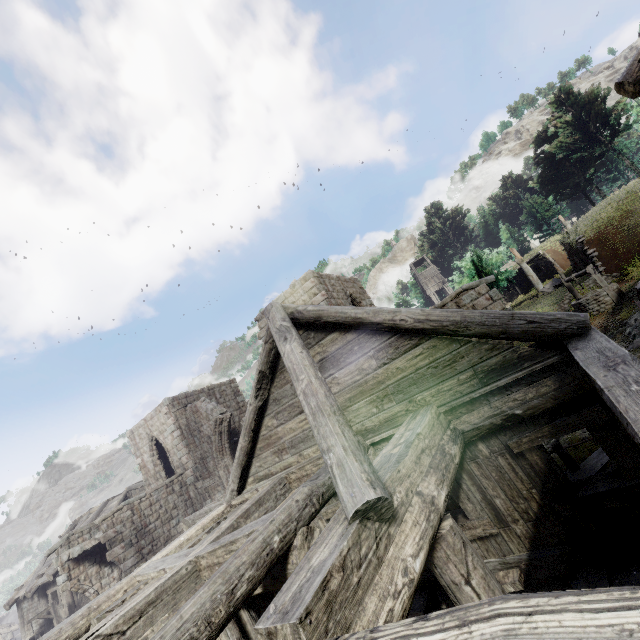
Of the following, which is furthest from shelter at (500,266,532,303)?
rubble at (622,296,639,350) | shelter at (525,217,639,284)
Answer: rubble at (622,296,639,350)

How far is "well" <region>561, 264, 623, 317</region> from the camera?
14.97m

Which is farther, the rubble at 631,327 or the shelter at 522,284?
the shelter at 522,284

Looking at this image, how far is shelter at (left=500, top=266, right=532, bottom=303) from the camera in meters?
34.7 m

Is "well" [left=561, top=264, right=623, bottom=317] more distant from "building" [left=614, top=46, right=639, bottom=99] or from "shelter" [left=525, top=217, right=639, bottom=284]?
"building" [left=614, top=46, right=639, bottom=99]

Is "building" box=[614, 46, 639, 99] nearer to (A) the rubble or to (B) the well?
(A) the rubble

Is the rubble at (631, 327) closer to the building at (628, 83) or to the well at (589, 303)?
the building at (628, 83)

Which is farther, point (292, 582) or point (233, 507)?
point (233, 507)
